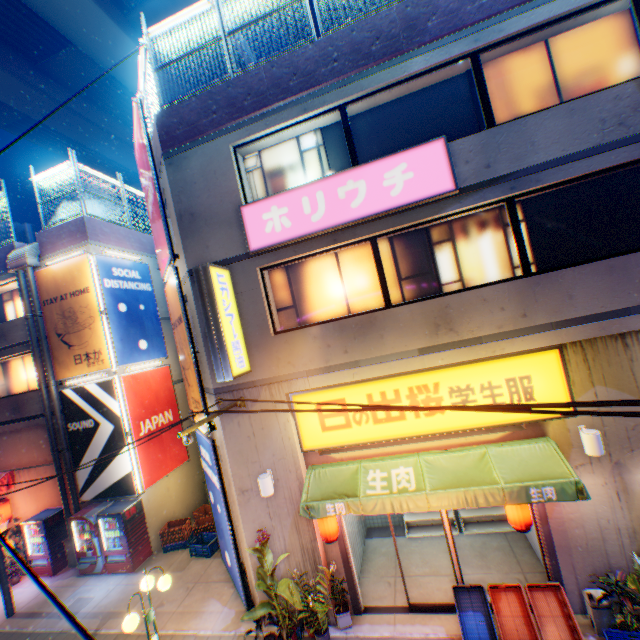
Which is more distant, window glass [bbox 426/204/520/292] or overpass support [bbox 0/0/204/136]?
overpass support [bbox 0/0/204/136]

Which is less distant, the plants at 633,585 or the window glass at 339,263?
the plants at 633,585

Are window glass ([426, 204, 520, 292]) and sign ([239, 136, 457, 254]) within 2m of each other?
yes

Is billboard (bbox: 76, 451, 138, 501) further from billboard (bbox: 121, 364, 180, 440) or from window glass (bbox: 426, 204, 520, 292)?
window glass (bbox: 426, 204, 520, 292)

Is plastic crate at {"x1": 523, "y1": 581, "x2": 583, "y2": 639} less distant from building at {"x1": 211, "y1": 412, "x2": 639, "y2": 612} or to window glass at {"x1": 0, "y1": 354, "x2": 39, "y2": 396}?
building at {"x1": 211, "y1": 412, "x2": 639, "y2": 612}

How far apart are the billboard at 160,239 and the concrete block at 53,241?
3.2 meters

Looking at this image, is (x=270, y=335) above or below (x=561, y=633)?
above

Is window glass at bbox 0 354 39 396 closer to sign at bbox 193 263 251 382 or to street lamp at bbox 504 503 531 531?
sign at bbox 193 263 251 382
